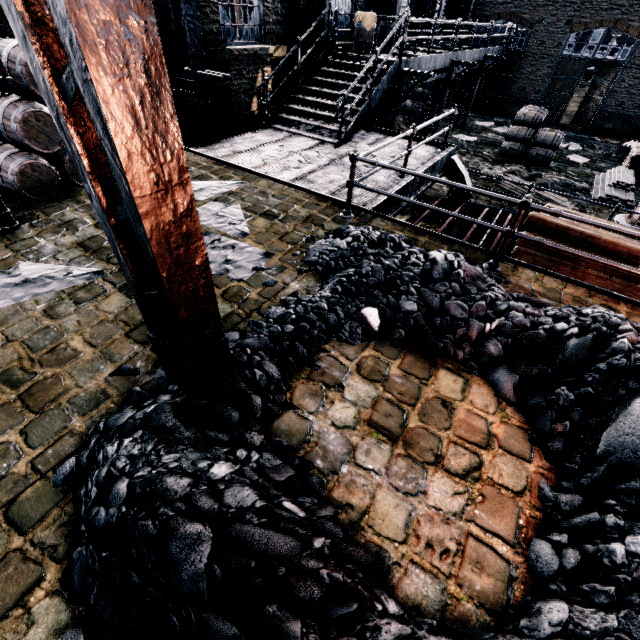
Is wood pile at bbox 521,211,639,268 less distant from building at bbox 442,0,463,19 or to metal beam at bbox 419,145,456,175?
metal beam at bbox 419,145,456,175

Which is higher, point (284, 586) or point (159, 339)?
point (159, 339)

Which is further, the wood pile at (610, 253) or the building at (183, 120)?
→ the building at (183, 120)

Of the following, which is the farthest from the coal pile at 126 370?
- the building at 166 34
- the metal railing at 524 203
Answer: the building at 166 34

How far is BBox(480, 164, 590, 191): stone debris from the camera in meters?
14.1

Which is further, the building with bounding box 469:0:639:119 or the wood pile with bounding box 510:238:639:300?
the building with bounding box 469:0:639:119

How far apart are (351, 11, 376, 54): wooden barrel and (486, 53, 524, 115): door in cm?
1626

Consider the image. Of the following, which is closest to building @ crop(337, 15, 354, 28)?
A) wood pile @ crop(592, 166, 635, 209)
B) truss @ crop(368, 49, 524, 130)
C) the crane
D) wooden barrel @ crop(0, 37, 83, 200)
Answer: wooden barrel @ crop(0, 37, 83, 200)
